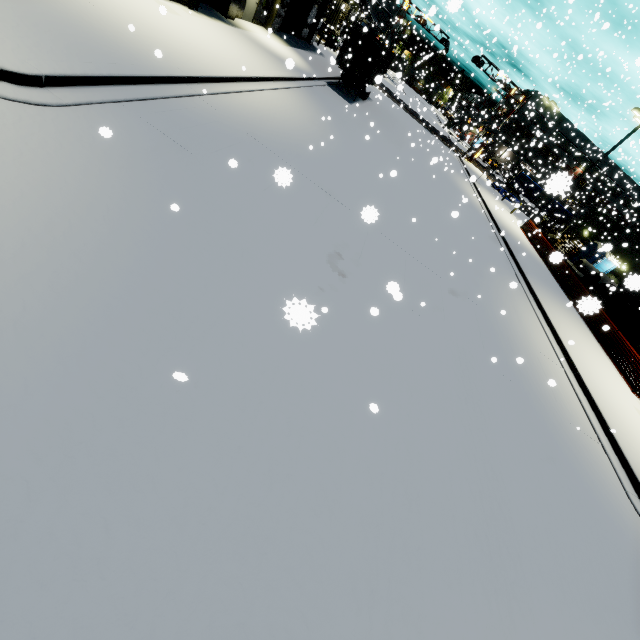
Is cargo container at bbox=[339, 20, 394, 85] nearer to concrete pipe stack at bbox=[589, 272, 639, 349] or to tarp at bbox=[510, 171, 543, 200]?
concrete pipe stack at bbox=[589, 272, 639, 349]

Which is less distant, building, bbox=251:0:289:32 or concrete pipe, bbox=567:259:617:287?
building, bbox=251:0:289:32

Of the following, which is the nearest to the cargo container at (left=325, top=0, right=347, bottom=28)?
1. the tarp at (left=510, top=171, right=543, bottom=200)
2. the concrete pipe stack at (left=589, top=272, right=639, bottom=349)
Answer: the concrete pipe stack at (left=589, top=272, right=639, bottom=349)

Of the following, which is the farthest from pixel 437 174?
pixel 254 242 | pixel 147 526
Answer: pixel 147 526

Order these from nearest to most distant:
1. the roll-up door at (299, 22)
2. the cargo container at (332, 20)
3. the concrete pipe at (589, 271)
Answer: Answer: the concrete pipe at (589, 271) → the roll-up door at (299, 22) → the cargo container at (332, 20)

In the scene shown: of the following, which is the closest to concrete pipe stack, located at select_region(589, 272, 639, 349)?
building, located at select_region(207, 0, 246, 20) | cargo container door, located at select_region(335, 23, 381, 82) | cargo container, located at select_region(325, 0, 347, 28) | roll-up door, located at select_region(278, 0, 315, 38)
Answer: building, located at select_region(207, 0, 246, 20)

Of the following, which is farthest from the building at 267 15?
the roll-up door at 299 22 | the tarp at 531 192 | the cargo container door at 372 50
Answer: the cargo container door at 372 50

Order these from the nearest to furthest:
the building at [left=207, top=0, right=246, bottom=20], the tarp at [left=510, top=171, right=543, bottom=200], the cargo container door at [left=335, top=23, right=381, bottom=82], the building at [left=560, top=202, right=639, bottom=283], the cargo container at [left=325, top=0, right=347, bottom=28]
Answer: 1. the building at [left=207, top=0, right=246, bottom=20]
2. the cargo container door at [left=335, top=23, right=381, bottom=82]
3. the building at [left=560, top=202, right=639, bottom=283]
4. the cargo container at [left=325, top=0, right=347, bottom=28]
5. the tarp at [left=510, top=171, right=543, bottom=200]
